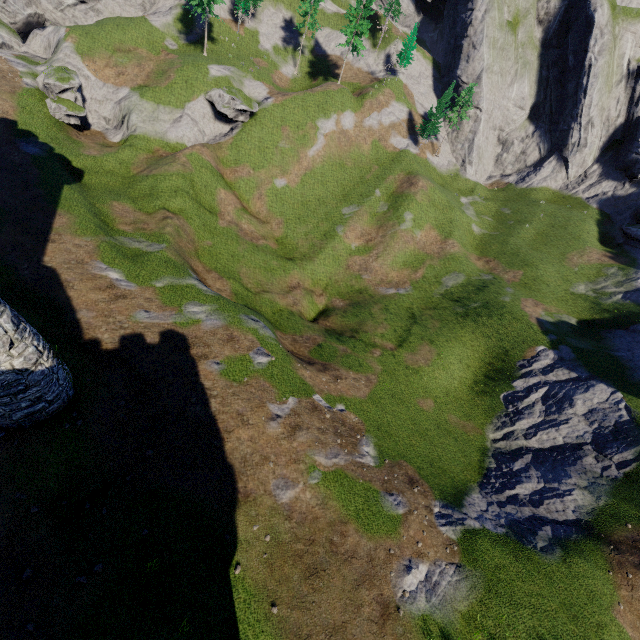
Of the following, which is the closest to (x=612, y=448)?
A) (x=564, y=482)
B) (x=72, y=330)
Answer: (x=564, y=482)
